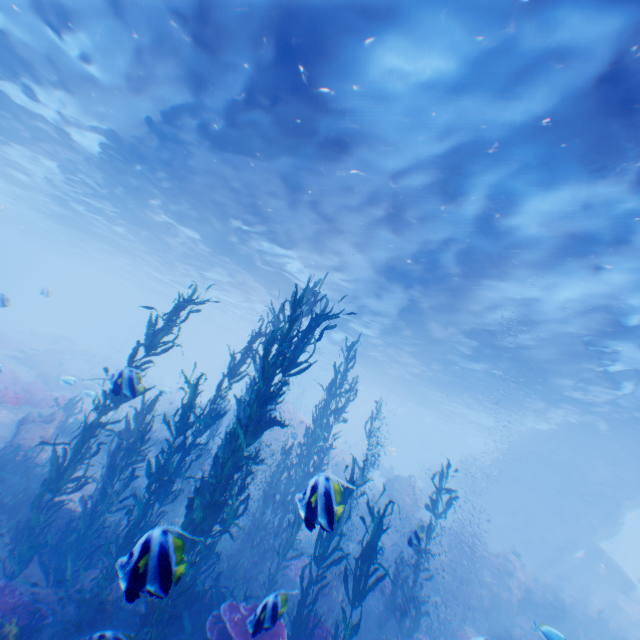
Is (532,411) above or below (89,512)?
above

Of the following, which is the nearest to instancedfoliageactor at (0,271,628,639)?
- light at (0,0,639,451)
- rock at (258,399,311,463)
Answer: rock at (258,399,311,463)

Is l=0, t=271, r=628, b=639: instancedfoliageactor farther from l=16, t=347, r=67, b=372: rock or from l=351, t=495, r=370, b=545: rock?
l=16, t=347, r=67, b=372: rock

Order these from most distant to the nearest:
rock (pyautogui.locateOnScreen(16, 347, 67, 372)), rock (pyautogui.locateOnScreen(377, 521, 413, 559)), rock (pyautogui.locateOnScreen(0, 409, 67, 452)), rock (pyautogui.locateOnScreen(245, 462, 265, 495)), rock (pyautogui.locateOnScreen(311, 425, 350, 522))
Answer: rock (pyautogui.locateOnScreen(16, 347, 67, 372)) < rock (pyautogui.locateOnScreen(245, 462, 265, 495)) < rock (pyautogui.locateOnScreen(377, 521, 413, 559)) < rock (pyautogui.locateOnScreen(0, 409, 67, 452)) < rock (pyautogui.locateOnScreen(311, 425, 350, 522))

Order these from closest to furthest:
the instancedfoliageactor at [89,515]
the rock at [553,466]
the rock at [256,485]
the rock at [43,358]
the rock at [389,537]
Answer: the instancedfoliageactor at [89,515]
the rock at [389,537]
the rock at [553,466]
the rock at [256,485]
the rock at [43,358]

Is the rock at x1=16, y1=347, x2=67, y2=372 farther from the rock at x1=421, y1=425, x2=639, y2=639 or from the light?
the light

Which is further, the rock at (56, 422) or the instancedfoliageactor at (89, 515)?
the rock at (56, 422)

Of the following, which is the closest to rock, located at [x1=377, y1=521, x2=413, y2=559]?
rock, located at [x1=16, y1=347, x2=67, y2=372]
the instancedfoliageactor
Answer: the instancedfoliageactor
